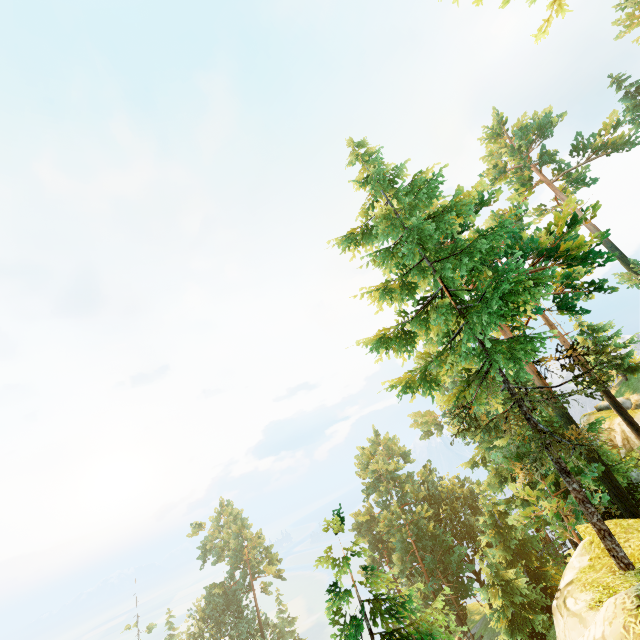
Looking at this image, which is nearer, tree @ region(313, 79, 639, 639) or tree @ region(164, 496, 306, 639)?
tree @ region(313, 79, 639, 639)

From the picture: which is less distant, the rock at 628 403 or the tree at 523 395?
the tree at 523 395

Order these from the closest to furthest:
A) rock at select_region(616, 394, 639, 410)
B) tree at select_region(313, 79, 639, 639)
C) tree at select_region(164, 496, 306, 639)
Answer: tree at select_region(313, 79, 639, 639), rock at select_region(616, 394, 639, 410), tree at select_region(164, 496, 306, 639)

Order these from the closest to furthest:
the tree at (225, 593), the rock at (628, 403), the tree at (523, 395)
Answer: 1. the tree at (523, 395)
2. the rock at (628, 403)
3. the tree at (225, 593)

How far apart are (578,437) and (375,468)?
35.6 meters

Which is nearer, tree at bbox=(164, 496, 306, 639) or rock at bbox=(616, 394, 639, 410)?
rock at bbox=(616, 394, 639, 410)
